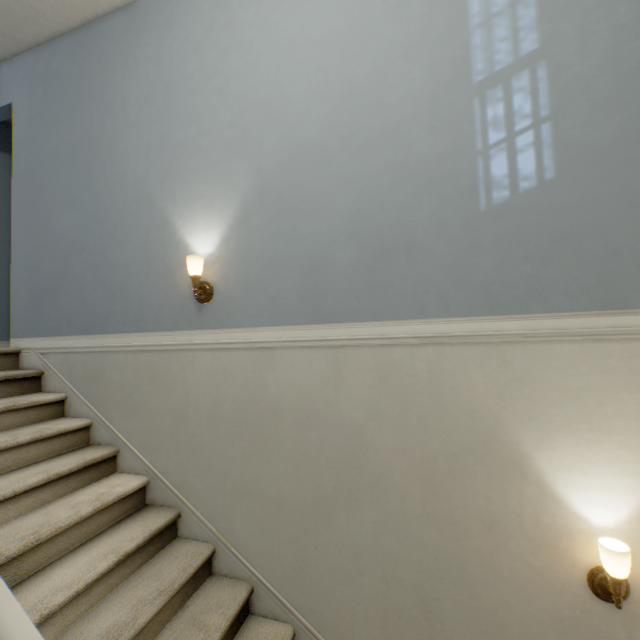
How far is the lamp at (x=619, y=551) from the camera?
1.3m

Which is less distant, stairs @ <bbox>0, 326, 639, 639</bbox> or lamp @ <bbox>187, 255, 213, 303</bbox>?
stairs @ <bbox>0, 326, 639, 639</bbox>

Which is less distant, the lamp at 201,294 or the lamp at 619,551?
the lamp at 619,551

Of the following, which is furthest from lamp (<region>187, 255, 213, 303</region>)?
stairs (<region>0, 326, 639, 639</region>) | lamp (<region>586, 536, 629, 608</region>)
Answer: lamp (<region>586, 536, 629, 608</region>)

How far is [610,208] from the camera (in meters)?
1.43

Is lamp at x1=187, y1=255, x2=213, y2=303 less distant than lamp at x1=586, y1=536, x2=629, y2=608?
No
